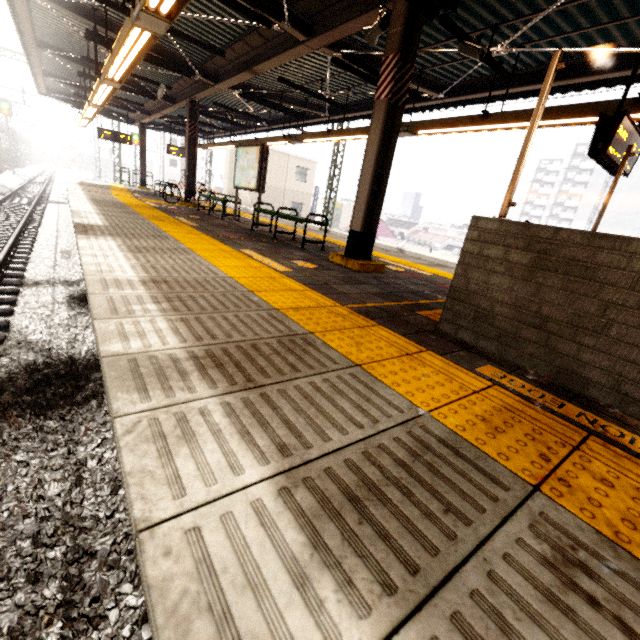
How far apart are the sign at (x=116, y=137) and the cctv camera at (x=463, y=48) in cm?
1739

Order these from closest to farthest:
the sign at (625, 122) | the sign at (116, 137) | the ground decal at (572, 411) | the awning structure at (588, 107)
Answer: the ground decal at (572, 411) < the sign at (625, 122) < the awning structure at (588, 107) < the sign at (116, 137)

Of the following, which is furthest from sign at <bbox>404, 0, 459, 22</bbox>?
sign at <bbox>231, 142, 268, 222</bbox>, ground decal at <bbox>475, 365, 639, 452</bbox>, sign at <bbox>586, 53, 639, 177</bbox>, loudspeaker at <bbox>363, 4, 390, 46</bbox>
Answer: sign at <bbox>231, 142, 268, 222</bbox>

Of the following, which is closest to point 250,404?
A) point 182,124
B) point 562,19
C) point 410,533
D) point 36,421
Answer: point 410,533

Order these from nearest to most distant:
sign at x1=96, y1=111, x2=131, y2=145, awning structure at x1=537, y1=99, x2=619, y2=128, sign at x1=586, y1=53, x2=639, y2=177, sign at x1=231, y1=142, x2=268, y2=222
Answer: sign at x1=586, y1=53, x2=639, y2=177, awning structure at x1=537, y1=99, x2=619, y2=128, sign at x1=231, y1=142, x2=268, y2=222, sign at x1=96, y1=111, x2=131, y2=145

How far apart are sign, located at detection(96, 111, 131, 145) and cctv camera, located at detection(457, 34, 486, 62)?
17.39m

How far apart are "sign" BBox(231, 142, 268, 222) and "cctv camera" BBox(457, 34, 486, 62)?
4.4m

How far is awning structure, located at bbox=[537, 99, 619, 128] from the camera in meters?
4.7
